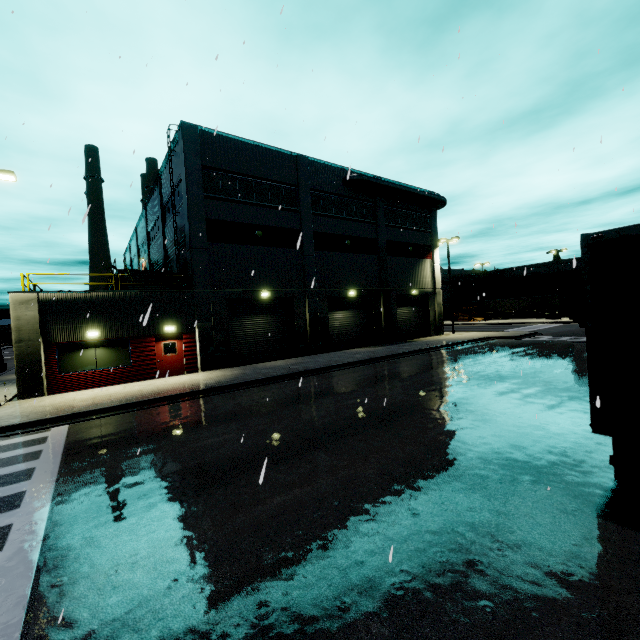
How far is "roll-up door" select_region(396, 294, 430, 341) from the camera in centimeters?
3051cm

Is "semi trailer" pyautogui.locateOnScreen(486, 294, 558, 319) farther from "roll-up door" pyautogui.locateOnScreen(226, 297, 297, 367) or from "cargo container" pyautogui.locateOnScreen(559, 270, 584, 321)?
"roll-up door" pyautogui.locateOnScreen(226, 297, 297, 367)

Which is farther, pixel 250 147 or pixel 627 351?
pixel 250 147

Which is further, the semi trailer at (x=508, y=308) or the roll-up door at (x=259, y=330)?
the semi trailer at (x=508, y=308)

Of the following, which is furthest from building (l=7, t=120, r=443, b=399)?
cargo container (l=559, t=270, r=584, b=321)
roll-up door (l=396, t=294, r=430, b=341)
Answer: cargo container (l=559, t=270, r=584, b=321)

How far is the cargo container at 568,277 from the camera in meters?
22.4

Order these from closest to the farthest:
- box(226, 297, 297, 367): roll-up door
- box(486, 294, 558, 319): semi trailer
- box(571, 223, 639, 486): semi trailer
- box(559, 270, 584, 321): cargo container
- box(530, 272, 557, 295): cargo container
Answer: box(571, 223, 639, 486): semi trailer
box(226, 297, 297, 367): roll-up door
box(559, 270, 584, 321): cargo container
box(486, 294, 558, 319): semi trailer
box(530, 272, 557, 295): cargo container
